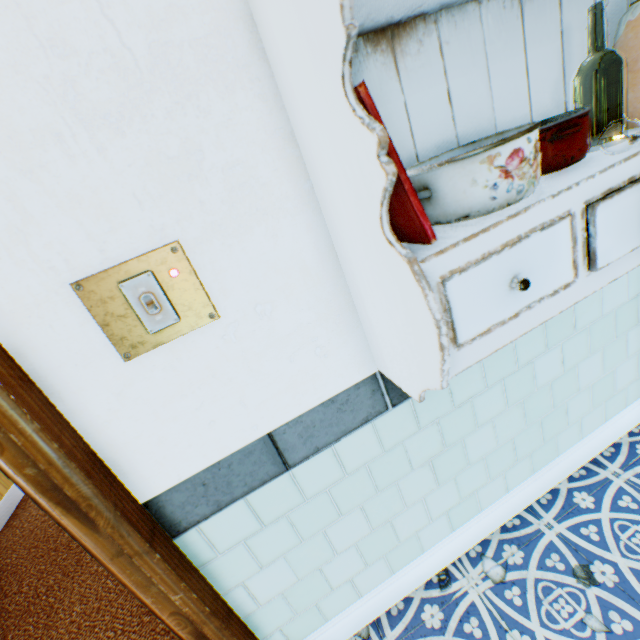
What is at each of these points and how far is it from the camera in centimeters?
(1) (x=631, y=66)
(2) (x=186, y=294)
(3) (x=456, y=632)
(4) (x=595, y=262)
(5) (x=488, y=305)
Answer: (1) jar, 88cm
(2) light switch, 80cm
(3) building, 127cm
(4) drawer, 73cm
(5) drawer, 68cm

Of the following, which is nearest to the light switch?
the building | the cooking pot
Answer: the building

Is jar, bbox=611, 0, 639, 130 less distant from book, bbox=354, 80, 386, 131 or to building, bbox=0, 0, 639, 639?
building, bbox=0, 0, 639, 639

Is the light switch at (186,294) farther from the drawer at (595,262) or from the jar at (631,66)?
the jar at (631,66)

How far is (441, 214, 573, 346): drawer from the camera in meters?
0.6

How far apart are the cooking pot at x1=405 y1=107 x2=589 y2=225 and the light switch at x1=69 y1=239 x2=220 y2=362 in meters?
0.6 m

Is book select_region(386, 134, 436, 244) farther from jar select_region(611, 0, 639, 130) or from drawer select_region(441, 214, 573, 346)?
jar select_region(611, 0, 639, 130)

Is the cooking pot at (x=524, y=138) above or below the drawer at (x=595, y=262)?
above
